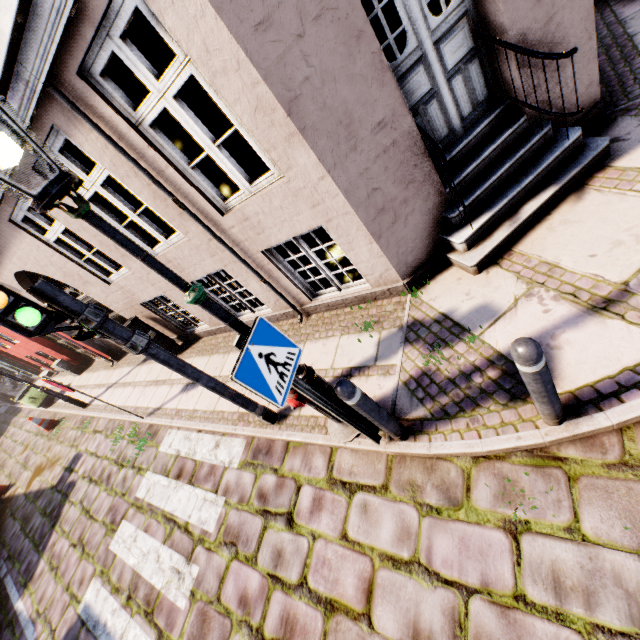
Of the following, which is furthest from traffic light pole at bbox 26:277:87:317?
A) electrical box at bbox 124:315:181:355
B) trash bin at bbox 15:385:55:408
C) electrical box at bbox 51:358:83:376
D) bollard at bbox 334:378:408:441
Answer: trash bin at bbox 15:385:55:408

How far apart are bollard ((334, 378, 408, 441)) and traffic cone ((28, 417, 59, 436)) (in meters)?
12.33

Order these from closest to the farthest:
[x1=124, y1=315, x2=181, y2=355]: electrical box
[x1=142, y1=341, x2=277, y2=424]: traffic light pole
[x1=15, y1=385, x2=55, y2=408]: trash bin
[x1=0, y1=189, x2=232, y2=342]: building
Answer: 1. [x1=142, y1=341, x2=277, y2=424]: traffic light pole
2. [x1=0, y1=189, x2=232, y2=342]: building
3. [x1=124, y1=315, x2=181, y2=355]: electrical box
4. [x1=15, y1=385, x2=55, y2=408]: trash bin

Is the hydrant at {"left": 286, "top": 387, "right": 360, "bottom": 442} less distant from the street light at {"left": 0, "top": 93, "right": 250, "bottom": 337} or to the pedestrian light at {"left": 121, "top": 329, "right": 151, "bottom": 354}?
the street light at {"left": 0, "top": 93, "right": 250, "bottom": 337}

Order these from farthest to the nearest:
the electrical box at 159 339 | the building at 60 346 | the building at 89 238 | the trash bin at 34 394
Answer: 1. the trash bin at 34 394
2. the building at 60 346
3. the electrical box at 159 339
4. the building at 89 238

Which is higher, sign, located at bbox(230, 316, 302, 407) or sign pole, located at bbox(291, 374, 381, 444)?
sign, located at bbox(230, 316, 302, 407)

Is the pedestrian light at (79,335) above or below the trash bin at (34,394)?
above

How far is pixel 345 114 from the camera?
2.9 meters
